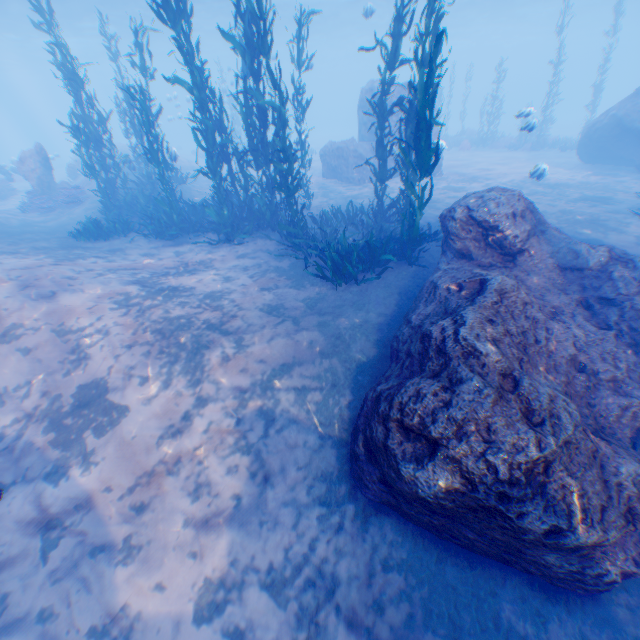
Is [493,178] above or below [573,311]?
below

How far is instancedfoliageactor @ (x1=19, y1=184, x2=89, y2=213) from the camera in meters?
15.4

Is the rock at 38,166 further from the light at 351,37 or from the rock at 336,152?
the light at 351,37

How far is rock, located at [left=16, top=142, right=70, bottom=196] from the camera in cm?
1609

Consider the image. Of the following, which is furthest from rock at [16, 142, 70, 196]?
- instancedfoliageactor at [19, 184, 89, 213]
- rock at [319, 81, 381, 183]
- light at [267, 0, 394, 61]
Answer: light at [267, 0, 394, 61]

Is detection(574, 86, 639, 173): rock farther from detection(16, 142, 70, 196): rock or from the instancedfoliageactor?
detection(16, 142, 70, 196): rock

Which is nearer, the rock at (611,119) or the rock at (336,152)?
the rock at (611,119)

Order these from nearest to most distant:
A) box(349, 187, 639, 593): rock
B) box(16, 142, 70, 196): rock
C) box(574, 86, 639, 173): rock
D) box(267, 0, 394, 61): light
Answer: box(349, 187, 639, 593): rock, box(574, 86, 639, 173): rock, box(16, 142, 70, 196): rock, box(267, 0, 394, 61): light
